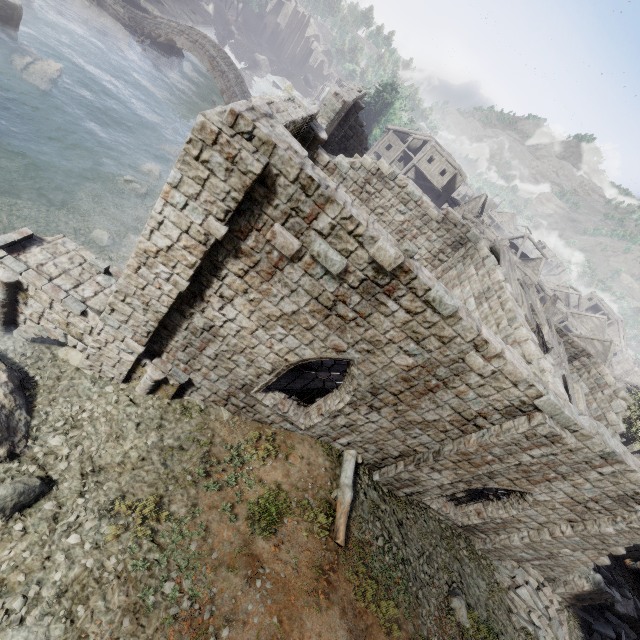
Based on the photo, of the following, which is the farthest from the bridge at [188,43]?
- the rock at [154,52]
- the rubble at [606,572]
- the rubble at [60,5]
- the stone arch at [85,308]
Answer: the rubble at [606,572]

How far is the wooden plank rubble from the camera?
13.22m

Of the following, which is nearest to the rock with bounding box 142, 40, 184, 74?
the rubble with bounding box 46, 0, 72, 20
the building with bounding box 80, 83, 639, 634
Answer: the rubble with bounding box 46, 0, 72, 20

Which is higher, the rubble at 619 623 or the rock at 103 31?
the rubble at 619 623

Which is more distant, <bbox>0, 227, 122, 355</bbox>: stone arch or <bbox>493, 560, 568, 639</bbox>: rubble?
<bbox>493, 560, 568, 639</bbox>: rubble

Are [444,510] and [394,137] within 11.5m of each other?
no

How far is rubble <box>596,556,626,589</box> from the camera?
14.7 meters

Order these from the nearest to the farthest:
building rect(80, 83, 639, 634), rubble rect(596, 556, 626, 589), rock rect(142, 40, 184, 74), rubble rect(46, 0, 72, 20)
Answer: building rect(80, 83, 639, 634) → rubble rect(596, 556, 626, 589) → rubble rect(46, 0, 72, 20) → rock rect(142, 40, 184, 74)
